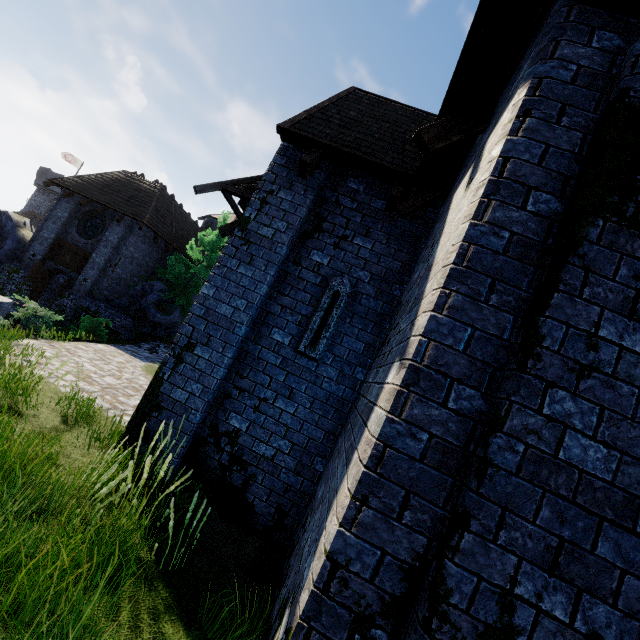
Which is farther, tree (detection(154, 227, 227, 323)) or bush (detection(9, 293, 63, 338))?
tree (detection(154, 227, 227, 323))

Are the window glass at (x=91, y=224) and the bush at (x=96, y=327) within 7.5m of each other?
yes

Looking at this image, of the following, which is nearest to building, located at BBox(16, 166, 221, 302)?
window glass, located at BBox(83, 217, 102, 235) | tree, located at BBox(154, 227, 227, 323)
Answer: tree, located at BBox(154, 227, 227, 323)

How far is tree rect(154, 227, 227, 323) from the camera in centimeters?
2013cm

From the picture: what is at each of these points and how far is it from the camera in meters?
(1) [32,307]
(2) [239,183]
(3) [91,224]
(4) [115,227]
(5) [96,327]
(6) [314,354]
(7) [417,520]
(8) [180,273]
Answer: (1) bush, 10.0 m
(2) awning, 6.1 m
(3) window glass, 19.9 m
(4) building, 19.1 m
(5) bush, 15.6 m
(6) window slit, 5.1 m
(7) building, 1.9 m
(8) tree, 20.9 m

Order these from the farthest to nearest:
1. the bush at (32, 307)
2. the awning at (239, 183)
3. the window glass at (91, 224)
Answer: the window glass at (91, 224) < the bush at (32, 307) < the awning at (239, 183)

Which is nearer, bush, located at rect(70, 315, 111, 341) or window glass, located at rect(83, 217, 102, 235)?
bush, located at rect(70, 315, 111, 341)

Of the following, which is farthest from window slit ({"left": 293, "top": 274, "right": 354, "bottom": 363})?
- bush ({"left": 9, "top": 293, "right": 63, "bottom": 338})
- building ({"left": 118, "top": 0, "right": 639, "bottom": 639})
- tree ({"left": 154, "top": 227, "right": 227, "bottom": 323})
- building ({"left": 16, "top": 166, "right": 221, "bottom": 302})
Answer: building ({"left": 16, "top": 166, "right": 221, "bottom": 302})
